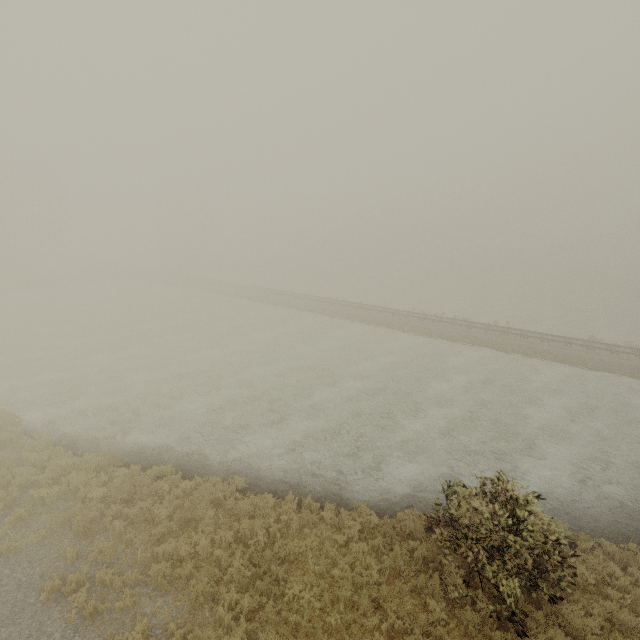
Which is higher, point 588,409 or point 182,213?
point 182,213
